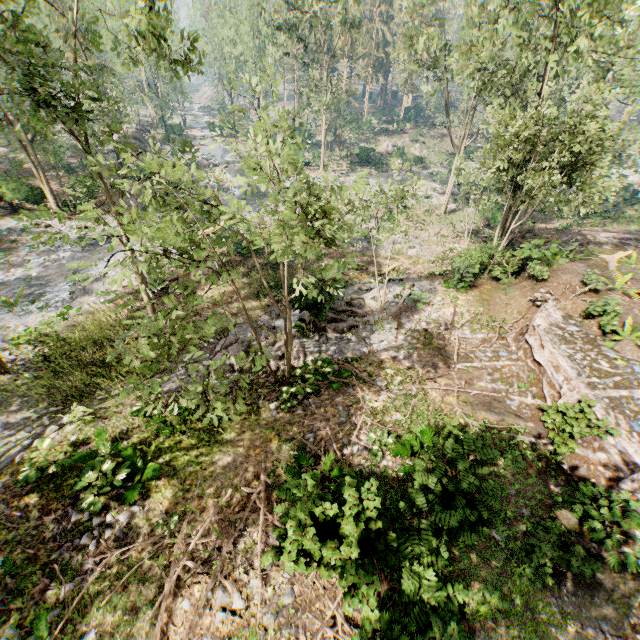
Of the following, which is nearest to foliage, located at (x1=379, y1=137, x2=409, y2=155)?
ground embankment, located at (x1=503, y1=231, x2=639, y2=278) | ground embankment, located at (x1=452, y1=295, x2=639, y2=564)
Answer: ground embankment, located at (x1=503, y1=231, x2=639, y2=278)

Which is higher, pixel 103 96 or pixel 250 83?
pixel 250 83

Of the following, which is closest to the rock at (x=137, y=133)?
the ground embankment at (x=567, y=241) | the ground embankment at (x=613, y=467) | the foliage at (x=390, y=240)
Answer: the foliage at (x=390, y=240)

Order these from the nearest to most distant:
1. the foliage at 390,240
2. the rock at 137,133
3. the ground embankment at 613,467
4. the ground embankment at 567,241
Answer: the foliage at 390,240, the ground embankment at 613,467, the ground embankment at 567,241, the rock at 137,133

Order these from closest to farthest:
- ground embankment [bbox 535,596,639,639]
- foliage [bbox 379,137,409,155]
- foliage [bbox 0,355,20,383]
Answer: ground embankment [bbox 535,596,639,639] → foliage [bbox 0,355,20,383] → foliage [bbox 379,137,409,155]

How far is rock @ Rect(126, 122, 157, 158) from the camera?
42.1m

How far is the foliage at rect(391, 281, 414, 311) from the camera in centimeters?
1714cm
